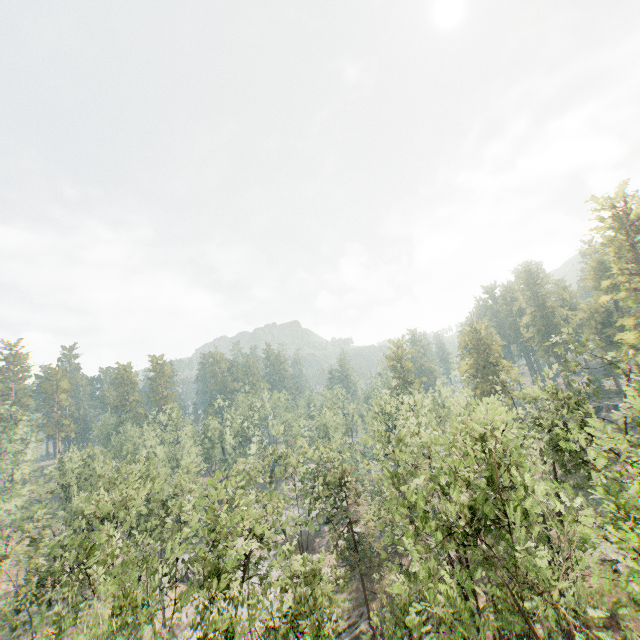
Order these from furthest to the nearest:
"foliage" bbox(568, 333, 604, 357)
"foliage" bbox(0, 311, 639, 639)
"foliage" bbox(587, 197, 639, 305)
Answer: "foliage" bbox(587, 197, 639, 305) < "foliage" bbox(568, 333, 604, 357) < "foliage" bbox(0, 311, 639, 639)

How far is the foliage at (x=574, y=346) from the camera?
25.00m

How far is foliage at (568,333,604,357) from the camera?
25.0m

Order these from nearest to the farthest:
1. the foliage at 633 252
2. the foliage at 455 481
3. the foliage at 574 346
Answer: the foliage at 455 481
the foliage at 574 346
the foliage at 633 252

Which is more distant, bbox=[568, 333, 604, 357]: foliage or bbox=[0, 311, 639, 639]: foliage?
bbox=[568, 333, 604, 357]: foliage

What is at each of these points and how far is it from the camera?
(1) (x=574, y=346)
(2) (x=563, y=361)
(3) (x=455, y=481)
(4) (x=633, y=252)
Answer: (1) foliage, 25.66m
(2) foliage, 26.61m
(3) foliage, 12.44m
(4) foliage, 40.12m
